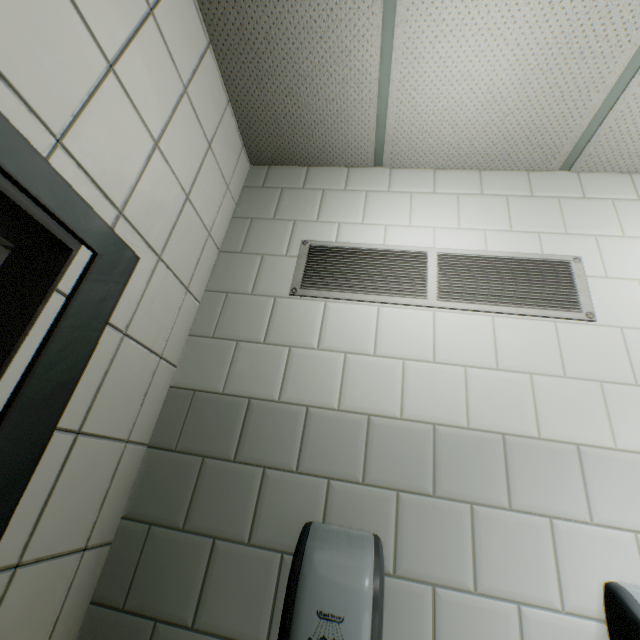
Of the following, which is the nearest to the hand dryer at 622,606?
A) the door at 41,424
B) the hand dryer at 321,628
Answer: the hand dryer at 321,628

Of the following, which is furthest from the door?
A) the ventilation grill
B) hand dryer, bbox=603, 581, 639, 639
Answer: hand dryer, bbox=603, 581, 639, 639

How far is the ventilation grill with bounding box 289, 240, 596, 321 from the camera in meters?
1.4

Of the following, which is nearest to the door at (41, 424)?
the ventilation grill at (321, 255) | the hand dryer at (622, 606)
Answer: the ventilation grill at (321, 255)

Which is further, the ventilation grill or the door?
the ventilation grill

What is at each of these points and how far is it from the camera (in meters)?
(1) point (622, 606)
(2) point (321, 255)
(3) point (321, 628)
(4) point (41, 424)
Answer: (1) hand dryer, 0.90
(2) ventilation grill, 1.64
(3) hand dryer, 0.84
(4) door, 0.84

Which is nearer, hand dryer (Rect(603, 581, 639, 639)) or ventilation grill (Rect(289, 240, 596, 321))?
hand dryer (Rect(603, 581, 639, 639))

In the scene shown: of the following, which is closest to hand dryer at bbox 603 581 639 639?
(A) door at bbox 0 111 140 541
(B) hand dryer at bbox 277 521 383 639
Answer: (B) hand dryer at bbox 277 521 383 639
